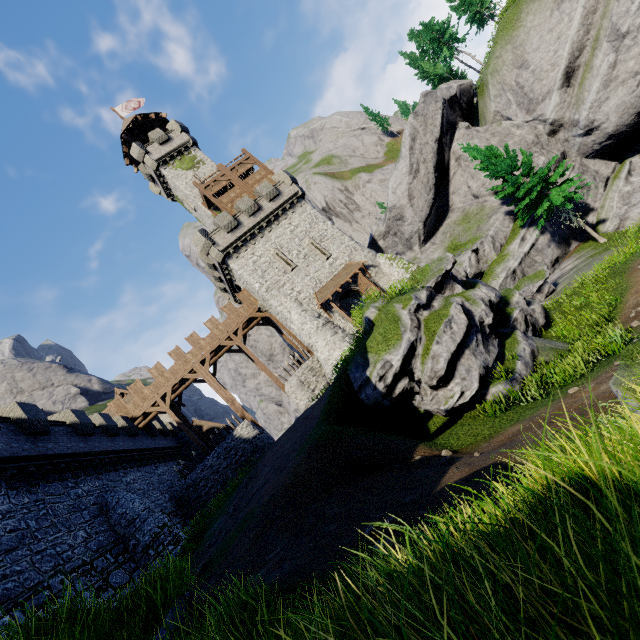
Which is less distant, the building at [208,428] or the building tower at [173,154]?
the building tower at [173,154]

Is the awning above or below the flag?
below

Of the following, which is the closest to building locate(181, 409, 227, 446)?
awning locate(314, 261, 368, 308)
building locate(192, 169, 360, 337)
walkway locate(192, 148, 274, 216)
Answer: building locate(192, 169, 360, 337)

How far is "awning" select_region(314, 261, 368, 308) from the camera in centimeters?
2709cm

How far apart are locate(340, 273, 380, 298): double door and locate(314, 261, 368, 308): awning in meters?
0.3

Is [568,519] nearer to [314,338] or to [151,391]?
[314,338]

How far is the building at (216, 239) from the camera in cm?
2786

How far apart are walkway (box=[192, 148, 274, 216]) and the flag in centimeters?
1921cm
